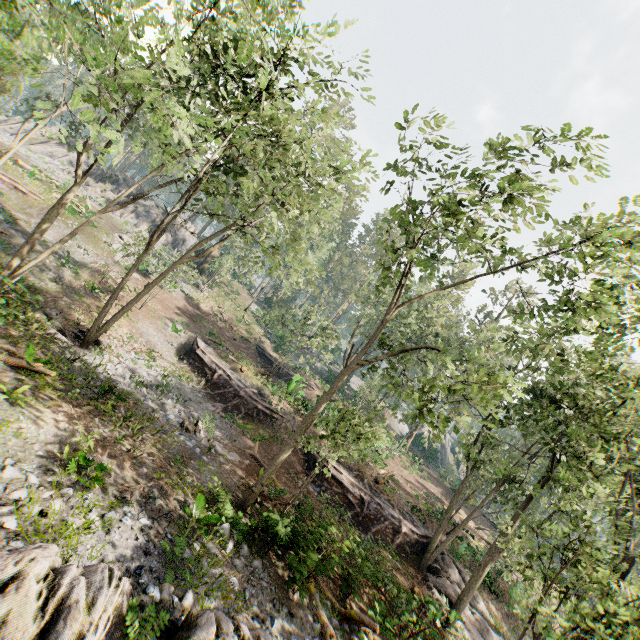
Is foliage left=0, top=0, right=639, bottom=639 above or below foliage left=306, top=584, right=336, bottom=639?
above

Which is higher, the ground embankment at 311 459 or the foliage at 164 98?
the foliage at 164 98

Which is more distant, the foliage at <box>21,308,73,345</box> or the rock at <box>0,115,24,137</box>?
the rock at <box>0,115,24,137</box>

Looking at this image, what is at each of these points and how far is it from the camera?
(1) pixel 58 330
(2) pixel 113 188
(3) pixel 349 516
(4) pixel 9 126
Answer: (1) foliage, 16.2m
(2) rock, 47.2m
(3) ground embankment, 14.3m
(4) rock, 42.8m

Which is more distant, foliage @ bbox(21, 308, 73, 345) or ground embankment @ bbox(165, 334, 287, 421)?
ground embankment @ bbox(165, 334, 287, 421)

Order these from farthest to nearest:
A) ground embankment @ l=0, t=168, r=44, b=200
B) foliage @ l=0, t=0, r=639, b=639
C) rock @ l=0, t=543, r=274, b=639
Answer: ground embankment @ l=0, t=168, r=44, b=200 < foliage @ l=0, t=0, r=639, b=639 < rock @ l=0, t=543, r=274, b=639

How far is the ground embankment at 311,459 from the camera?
22.1 meters

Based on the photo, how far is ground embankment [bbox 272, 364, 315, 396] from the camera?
28.0 meters
